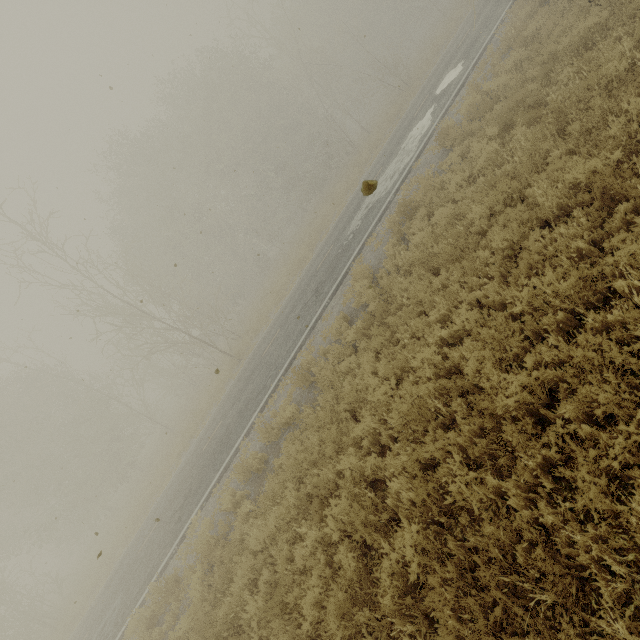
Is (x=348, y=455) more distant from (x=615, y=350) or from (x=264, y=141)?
(x=264, y=141)
